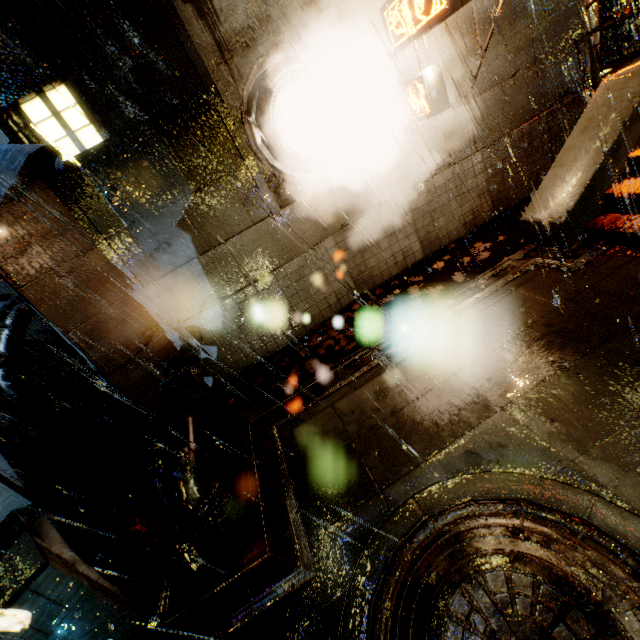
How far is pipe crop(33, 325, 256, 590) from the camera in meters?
3.7 m

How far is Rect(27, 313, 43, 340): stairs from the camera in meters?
36.6 m

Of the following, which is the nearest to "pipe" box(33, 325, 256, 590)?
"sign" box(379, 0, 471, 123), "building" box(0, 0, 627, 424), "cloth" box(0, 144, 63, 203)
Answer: "building" box(0, 0, 627, 424)

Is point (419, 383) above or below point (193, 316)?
below

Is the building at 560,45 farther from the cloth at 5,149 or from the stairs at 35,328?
the stairs at 35,328

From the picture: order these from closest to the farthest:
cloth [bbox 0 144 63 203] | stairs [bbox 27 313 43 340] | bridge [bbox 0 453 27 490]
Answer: cloth [bbox 0 144 63 203] → bridge [bbox 0 453 27 490] → stairs [bbox 27 313 43 340]

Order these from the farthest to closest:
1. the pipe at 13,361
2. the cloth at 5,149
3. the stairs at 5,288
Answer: the stairs at 5,288
the pipe at 13,361
the cloth at 5,149

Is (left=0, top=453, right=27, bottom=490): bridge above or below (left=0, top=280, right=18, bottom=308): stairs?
below
